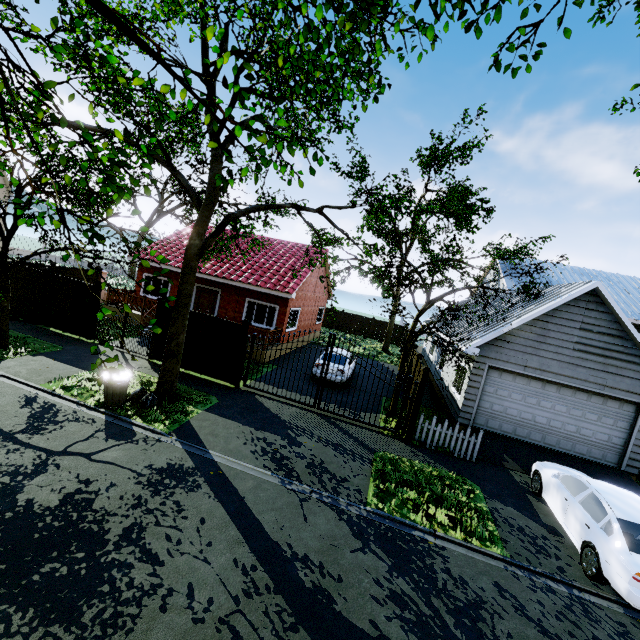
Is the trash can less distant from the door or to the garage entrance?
the door

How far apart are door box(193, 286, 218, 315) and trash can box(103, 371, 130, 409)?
9.4m

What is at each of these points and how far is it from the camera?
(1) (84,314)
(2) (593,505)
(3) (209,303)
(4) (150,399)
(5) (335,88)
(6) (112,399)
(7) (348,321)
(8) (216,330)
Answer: (1) fence, 13.9 meters
(2) car, 7.4 meters
(3) door, 18.8 meters
(4) trash bag, 9.3 meters
(5) tree, 5.5 meters
(6) trash can, 8.9 meters
(7) fence, 34.5 meters
(8) fence, 12.5 meters

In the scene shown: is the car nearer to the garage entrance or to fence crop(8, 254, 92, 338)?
the garage entrance

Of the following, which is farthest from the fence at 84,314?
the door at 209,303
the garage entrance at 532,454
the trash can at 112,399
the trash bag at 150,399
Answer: the door at 209,303

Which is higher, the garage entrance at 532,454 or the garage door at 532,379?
the garage door at 532,379

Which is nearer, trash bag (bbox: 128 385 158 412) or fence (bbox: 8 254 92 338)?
trash bag (bbox: 128 385 158 412)

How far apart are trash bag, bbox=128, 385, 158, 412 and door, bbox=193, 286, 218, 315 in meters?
9.1
